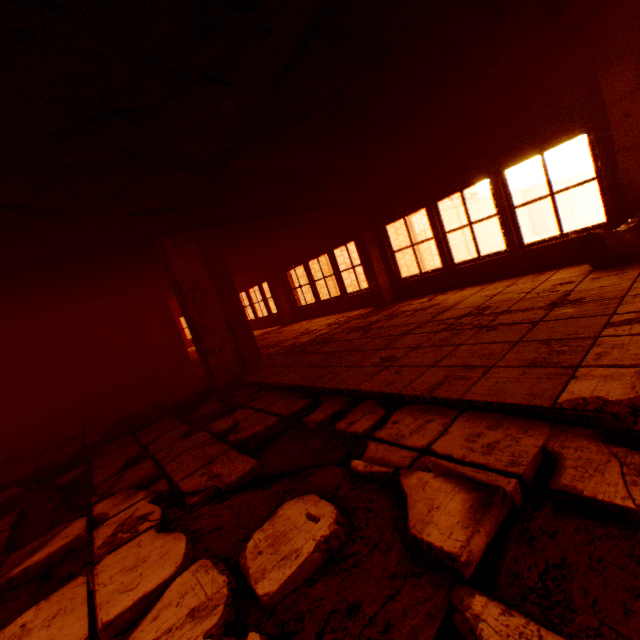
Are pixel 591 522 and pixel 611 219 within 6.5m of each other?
yes

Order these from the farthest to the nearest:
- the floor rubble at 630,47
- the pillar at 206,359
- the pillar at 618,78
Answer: the pillar at 206,359 → the pillar at 618,78 → the floor rubble at 630,47

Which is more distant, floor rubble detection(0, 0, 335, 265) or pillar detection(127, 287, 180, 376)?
pillar detection(127, 287, 180, 376)

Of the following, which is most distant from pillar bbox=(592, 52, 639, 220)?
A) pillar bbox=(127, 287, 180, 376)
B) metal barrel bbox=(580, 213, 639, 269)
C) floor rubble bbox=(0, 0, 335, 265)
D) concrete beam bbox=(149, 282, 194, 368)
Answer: pillar bbox=(127, 287, 180, 376)

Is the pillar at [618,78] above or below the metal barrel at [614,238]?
above

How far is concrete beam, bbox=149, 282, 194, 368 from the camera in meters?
9.7 m

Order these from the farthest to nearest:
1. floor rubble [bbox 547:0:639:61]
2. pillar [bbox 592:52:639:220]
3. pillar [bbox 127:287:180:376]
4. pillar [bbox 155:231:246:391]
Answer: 1. pillar [bbox 127:287:180:376]
2. pillar [bbox 155:231:246:391]
3. pillar [bbox 592:52:639:220]
4. floor rubble [bbox 547:0:639:61]

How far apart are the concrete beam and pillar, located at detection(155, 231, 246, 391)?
4.6m
